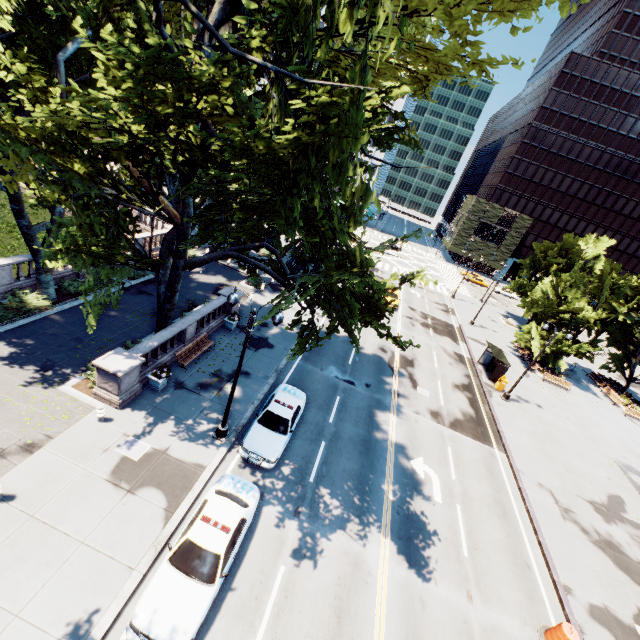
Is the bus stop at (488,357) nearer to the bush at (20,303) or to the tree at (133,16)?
the tree at (133,16)

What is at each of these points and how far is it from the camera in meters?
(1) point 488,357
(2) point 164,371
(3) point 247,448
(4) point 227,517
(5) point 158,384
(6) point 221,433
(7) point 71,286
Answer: (1) bus stop, 31.8 m
(2) plant, 16.1 m
(3) vehicle, 14.3 m
(4) vehicle, 10.9 m
(5) planter, 15.9 m
(6) light, 14.8 m
(7) bush, 20.8 m

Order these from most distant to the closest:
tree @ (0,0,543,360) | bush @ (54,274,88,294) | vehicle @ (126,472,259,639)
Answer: bush @ (54,274,88,294)
vehicle @ (126,472,259,639)
tree @ (0,0,543,360)

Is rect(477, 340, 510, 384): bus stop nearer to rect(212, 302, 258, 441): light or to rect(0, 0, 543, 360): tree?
rect(0, 0, 543, 360): tree

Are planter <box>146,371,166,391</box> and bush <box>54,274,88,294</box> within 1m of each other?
no

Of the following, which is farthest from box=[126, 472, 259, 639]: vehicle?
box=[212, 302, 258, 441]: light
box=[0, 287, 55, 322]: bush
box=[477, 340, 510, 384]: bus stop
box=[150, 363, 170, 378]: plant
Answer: box=[477, 340, 510, 384]: bus stop

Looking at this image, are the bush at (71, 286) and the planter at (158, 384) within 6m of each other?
no

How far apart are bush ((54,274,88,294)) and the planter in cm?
902
